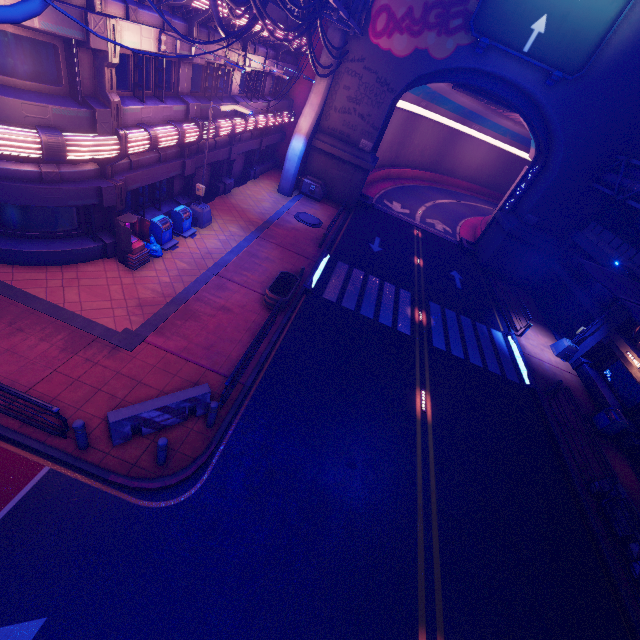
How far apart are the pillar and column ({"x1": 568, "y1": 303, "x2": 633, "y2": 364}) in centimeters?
2325cm

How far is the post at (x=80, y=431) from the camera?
7.2m

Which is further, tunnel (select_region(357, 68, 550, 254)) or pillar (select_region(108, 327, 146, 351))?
tunnel (select_region(357, 68, 550, 254))

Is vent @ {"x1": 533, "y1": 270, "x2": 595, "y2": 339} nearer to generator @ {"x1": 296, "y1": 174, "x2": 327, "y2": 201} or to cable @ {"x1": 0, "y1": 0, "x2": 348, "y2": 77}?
generator @ {"x1": 296, "y1": 174, "x2": 327, "y2": 201}

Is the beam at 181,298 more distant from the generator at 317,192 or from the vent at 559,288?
the vent at 559,288

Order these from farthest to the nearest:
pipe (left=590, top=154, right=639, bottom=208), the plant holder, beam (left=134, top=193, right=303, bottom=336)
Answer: pipe (left=590, top=154, right=639, bottom=208) → the plant holder → beam (left=134, top=193, right=303, bottom=336)

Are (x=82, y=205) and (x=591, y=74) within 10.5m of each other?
no

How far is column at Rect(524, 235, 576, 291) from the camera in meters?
24.9
